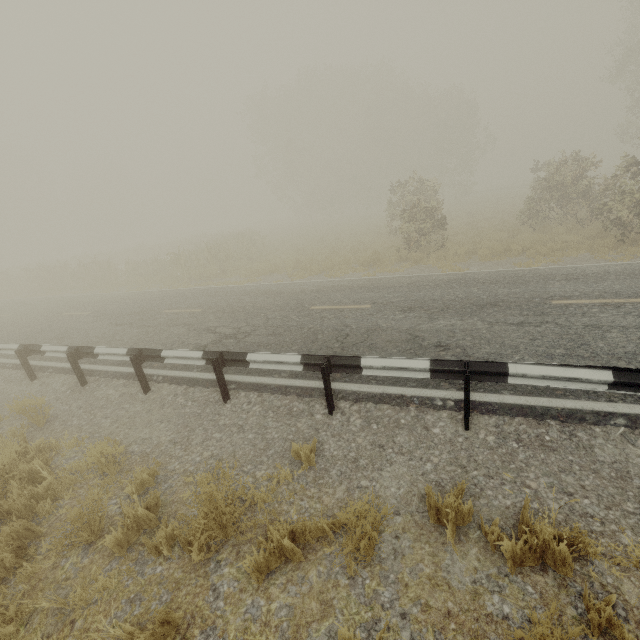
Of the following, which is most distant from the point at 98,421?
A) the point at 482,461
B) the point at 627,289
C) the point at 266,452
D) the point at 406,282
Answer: the point at 627,289

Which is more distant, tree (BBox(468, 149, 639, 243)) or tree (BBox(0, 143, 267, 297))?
tree (BBox(0, 143, 267, 297))

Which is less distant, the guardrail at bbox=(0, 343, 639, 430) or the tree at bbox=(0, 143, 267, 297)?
the guardrail at bbox=(0, 343, 639, 430)

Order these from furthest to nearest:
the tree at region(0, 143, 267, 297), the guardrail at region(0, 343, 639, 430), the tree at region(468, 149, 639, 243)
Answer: the tree at region(0, 143, 267, 297)
the tree at region(468, 149, 639, 243)
the guardrail at region(0, 343, 639, 430)

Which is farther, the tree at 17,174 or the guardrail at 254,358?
the tree at 17,174

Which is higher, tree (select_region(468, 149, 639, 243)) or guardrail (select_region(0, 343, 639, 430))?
tree (select_region(468, 149, 639, 243))

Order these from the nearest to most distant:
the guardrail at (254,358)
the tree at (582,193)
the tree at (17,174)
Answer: the guardrail at (254,358)
the tree at (582,193)
the tree at (17,174)
